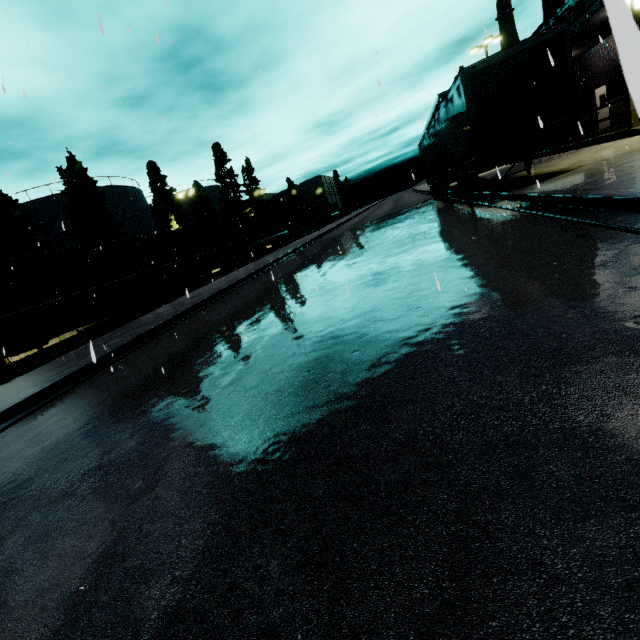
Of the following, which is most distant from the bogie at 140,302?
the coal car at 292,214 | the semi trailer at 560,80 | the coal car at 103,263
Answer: the coal car at 292,214

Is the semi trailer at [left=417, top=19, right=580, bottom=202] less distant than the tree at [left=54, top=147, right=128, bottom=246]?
Yes

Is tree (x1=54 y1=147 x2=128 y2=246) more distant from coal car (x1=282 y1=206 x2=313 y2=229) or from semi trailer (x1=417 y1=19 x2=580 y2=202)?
semi trailer (x1=417 y1=19 x2=580 y2=202)

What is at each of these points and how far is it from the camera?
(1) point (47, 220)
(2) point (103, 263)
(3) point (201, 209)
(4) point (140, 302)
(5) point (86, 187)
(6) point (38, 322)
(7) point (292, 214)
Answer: (1) silo, 34.1m
(2) coal car, 17.0m
(3) tree, 46.5m
(4) bogie, 18.8m
(5) tree, 29.0m
(6) coal car, 13.6m
(7) coal car, 47.2m

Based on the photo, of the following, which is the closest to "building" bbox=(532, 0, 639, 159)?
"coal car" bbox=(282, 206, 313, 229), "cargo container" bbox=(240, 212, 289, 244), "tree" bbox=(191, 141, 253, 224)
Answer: "cargo container" bbox=(240, 212, 289, 244)

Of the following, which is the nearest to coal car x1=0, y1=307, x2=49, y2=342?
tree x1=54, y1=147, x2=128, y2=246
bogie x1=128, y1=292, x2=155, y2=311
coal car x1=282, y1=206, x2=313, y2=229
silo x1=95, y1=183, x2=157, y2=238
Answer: bogie x1=128, y1=292, x2=155, y2=311

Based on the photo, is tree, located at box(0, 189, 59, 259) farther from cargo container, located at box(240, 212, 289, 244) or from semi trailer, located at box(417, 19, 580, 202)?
semi trailer, located at box(417, 19, 580, 202)

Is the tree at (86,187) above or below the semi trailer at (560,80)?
above
